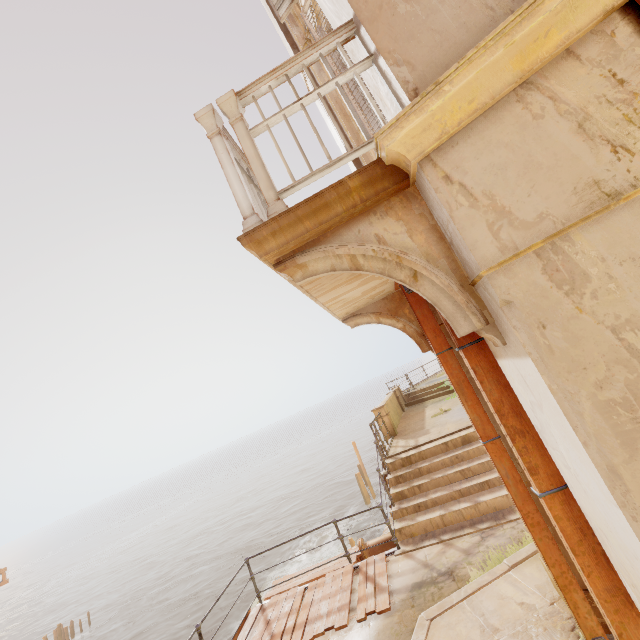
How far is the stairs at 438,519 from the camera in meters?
6.6

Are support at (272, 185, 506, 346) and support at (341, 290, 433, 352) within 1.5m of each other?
no

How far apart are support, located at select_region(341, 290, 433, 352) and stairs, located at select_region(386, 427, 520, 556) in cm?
413

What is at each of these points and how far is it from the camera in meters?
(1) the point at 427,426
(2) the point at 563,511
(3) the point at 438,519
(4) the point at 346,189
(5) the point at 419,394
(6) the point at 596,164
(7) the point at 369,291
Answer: (1) building, 11.3
(2) wood, 2.1
(3) stairs, 7.0
(4) balcony, 1.9
(5) stairs, 17.9
(6) column, 1.4
(7) balcony, 4.0

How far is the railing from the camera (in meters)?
2.11

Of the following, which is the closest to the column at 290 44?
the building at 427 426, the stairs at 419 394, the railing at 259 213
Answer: the railing at 259 213

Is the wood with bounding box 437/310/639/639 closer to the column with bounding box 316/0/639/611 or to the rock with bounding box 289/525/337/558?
the column with bounding box 316/0/639/611

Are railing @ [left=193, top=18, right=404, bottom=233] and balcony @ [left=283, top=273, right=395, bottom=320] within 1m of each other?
yes
